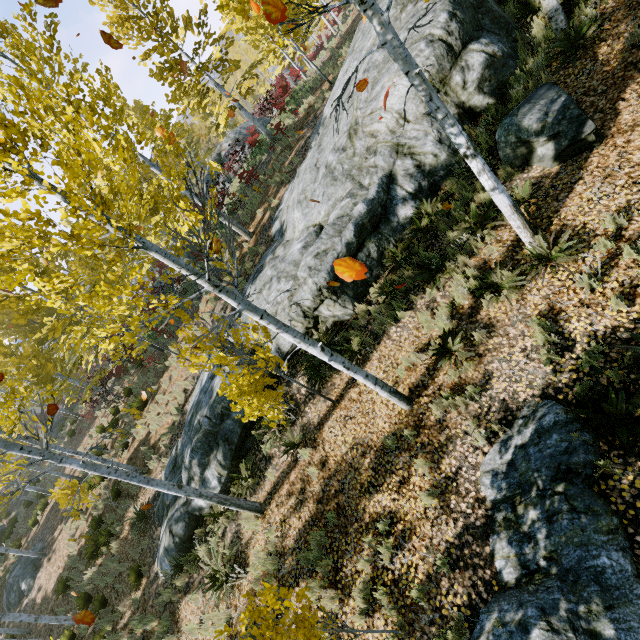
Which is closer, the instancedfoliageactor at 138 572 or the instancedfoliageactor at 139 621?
the instancedfoliageactor at 139 621

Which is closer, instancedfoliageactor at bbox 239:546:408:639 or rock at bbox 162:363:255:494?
instancedfoliageactor at bbox 239:546:408:639

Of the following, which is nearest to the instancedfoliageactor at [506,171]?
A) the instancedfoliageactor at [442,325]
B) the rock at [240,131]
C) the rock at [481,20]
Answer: the rock at [481,20]

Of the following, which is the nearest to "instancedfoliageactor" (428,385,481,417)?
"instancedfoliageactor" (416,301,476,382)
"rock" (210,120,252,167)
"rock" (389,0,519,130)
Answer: "rock" (389,0,519,130)

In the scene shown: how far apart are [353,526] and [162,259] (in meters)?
5.82

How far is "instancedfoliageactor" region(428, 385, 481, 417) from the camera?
5.7 meters

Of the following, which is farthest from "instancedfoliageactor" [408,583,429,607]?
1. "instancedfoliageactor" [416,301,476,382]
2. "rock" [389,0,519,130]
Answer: "instancedfoliageactor" [416,301,476,382]

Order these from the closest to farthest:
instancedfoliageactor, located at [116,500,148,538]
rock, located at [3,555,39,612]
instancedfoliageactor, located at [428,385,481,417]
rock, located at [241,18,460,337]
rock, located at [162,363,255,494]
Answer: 1. instancedfoliageactor, located at [428,385,481,417]
2. rock, located at [241,18,460,337]
3. rock, located at [162,363,255,494]
4. instancedfoliageactor, located at [116,500,148,538]
5. rock, located at [3,555,39,612]
